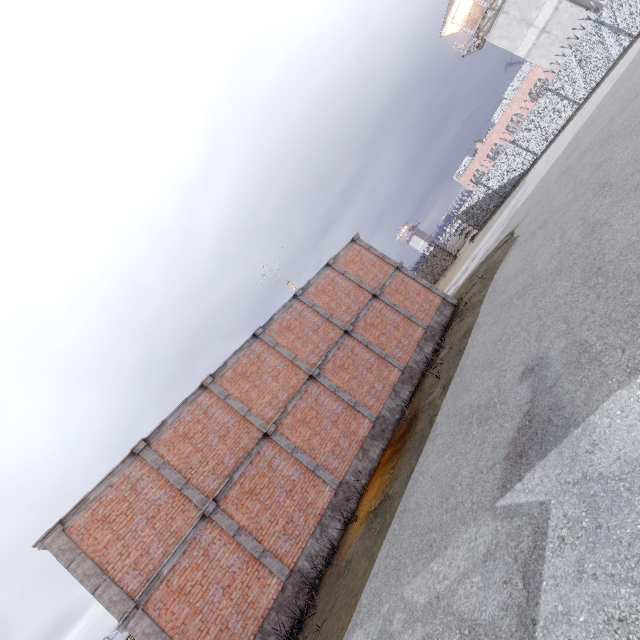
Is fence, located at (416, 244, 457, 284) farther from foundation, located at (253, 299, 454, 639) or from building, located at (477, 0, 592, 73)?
foundation, located at (253, 299, 454, 639)

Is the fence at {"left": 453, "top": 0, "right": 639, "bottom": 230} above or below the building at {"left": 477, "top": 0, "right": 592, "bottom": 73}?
below

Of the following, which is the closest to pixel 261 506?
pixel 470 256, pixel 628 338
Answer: pixel 628 338

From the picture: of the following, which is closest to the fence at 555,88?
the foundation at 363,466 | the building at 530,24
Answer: the building at 530,24

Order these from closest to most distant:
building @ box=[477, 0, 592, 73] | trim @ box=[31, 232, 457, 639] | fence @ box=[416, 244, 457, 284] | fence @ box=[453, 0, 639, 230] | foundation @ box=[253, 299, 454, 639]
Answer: trim @ box=[31, 232, 457, 639] < foundation @ box=[253, 299, 454, 639] < fence @ box=[453, 0, 639, 230] < building @ box=[477, 0, 592, 73] < fence @ box=[416, 244, 457, 284]

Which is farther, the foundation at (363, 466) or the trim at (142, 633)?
the foundation at (363, 466)

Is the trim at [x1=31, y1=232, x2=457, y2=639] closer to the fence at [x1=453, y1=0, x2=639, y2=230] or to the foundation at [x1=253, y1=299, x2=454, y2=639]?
the foundation at [x1=253, y1=299, x2=454, y2=639]

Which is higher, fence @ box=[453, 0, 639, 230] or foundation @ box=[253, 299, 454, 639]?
fence @ box=[453, 0, 639, 230]
